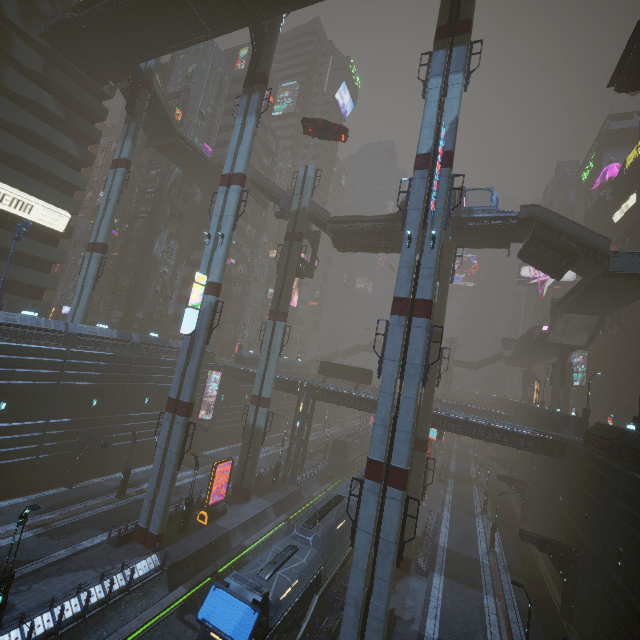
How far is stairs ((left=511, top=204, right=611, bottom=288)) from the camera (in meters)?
25.08

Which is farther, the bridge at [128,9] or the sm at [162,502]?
the bridge at [128,9]

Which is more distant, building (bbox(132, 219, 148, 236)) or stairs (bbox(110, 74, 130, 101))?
building (bbox(132, 219, 148, 236))

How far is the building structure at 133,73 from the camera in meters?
31.1 m

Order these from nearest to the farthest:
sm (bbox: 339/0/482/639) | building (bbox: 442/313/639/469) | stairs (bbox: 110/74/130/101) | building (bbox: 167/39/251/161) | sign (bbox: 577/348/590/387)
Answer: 1. sm (bbox: 339/0/482/639)
2. building (bbox: 442/313/639/469)
3. stairs (bbox: 110/74/130/101)
4. building (bbox: 167/39/251/161)
5. sign (bbox: 577/348/590/387)

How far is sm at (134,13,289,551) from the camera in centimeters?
2252cm

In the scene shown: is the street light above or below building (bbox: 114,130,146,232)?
below

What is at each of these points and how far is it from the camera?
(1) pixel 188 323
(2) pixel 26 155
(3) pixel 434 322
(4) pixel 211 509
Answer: (1) sign, 23.1m
(2) building, 32.1m
(3) sm, 27.3m
(4) sign, 27.1m
